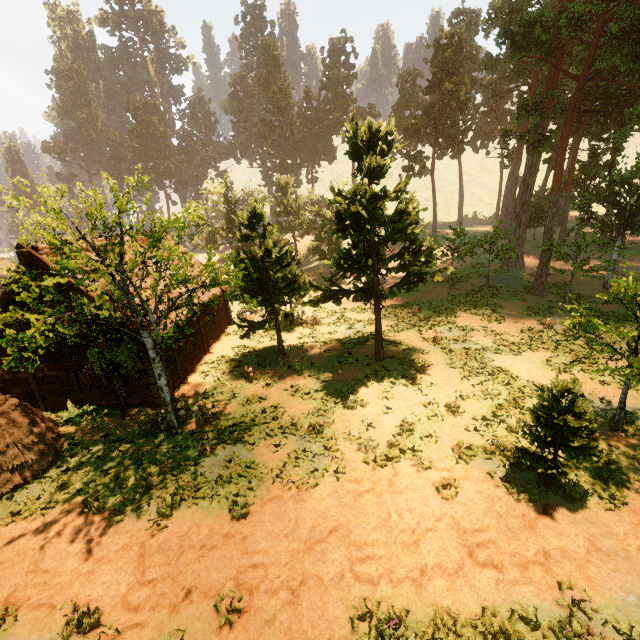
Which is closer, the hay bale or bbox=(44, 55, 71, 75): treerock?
the hay bale

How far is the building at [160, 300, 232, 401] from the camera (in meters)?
16.34

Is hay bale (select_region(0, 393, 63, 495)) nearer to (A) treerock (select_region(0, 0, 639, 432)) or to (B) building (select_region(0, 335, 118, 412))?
(A) treerock (select_region(0, 0, 639, 432))

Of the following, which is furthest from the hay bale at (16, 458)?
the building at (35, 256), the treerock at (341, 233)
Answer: the building at (35, 256)

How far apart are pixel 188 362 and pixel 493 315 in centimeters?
2002cm

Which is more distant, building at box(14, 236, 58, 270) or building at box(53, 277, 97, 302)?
building at box(53, 277, 97, 302)

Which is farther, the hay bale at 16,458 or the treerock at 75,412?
the treerock at 75,412
